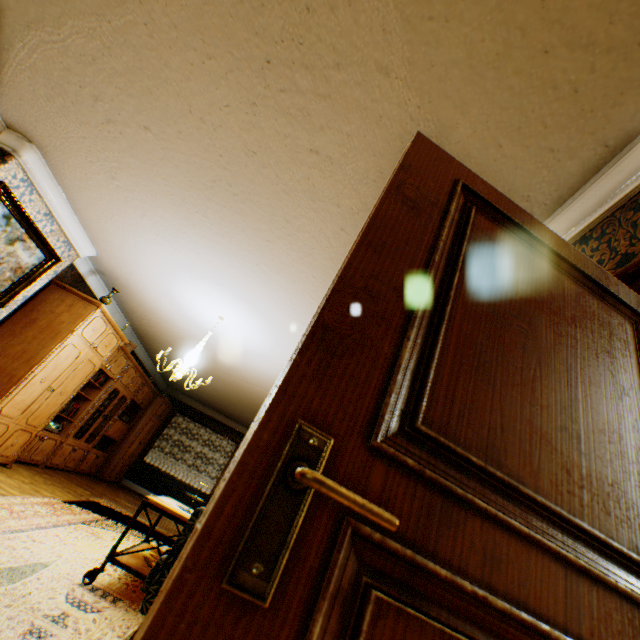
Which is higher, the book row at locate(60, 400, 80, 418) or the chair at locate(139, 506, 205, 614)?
the book row at locate(60, 400, 80, 418)

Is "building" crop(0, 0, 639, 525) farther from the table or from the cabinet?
the table

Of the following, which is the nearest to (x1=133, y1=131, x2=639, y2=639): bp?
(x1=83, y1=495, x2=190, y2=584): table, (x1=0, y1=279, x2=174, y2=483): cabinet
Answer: (x1=83, y1=495, x2=190, y2=584): table

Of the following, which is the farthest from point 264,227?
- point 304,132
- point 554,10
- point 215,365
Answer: point 215,365

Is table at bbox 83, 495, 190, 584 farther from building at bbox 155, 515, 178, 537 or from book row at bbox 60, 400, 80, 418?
book row at bbox 60, 400, 80, 418

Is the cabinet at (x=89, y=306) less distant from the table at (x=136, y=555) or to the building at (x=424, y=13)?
the building at (x=424, y=13)

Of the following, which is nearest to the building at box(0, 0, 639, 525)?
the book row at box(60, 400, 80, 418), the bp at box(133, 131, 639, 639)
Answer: the bp at box(133, 131, 639, 639)

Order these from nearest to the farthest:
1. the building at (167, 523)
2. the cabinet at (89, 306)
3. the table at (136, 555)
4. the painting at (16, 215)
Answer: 1. the table at (136, 555)
2. the painting at (16, 215)
3. the cabinet at (89, 306)
4. the building at (167, 523)
